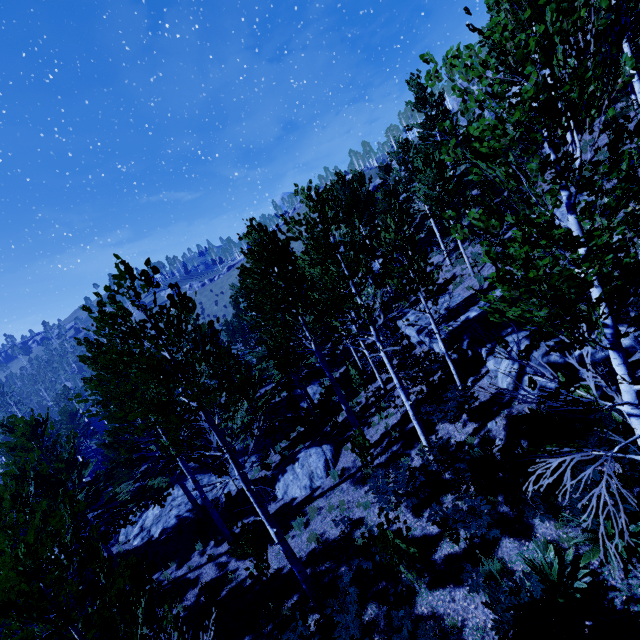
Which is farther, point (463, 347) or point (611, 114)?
point (463, 347)

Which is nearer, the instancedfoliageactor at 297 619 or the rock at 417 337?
the instancedfoliageactor at 297 619

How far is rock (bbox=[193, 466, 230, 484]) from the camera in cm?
2042

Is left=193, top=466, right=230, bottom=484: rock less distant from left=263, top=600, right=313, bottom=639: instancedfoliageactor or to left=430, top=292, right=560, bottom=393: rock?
left=263, top=600, right=313, bottom=639: instancedfoliageactor

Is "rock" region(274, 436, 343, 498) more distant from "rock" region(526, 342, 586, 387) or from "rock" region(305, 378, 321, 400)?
"rock" region(305, 378, 321, 400)

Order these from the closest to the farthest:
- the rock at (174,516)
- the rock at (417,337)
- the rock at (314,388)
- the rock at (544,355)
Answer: the rock at (544,355) < the rock at (417,337) < the rock at (174,516) < the rock at (314,388)

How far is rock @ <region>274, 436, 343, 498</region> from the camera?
13.67m

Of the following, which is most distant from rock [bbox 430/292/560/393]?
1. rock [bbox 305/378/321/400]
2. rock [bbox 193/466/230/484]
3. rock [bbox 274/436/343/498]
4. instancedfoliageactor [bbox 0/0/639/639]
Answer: rock [bbox 193/466/230/484]
